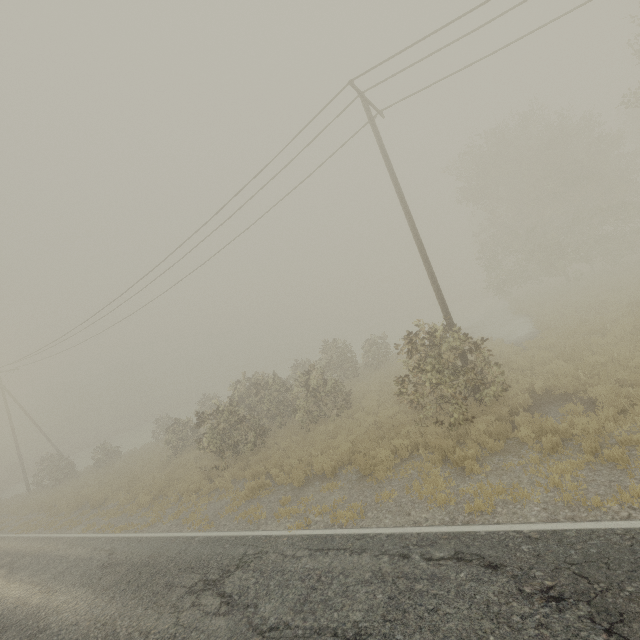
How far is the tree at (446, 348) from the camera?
10.02m

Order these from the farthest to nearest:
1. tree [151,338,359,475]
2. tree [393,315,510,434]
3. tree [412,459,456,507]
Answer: tree [151,338,359,475] < tree [393,315,510,434] < tree [412,459,456,507]

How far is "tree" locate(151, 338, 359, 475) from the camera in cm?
1530

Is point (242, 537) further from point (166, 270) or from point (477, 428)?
point (166, 270)

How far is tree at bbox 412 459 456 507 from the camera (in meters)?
7.15

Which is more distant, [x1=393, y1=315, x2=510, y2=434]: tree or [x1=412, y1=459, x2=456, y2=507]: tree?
[x1=393, y1=315, x2=510, y2=434]: tree

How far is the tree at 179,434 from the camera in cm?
1530

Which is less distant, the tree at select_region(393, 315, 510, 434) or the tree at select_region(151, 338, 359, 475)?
the tree at select_region(393, 315, 510, 434)
